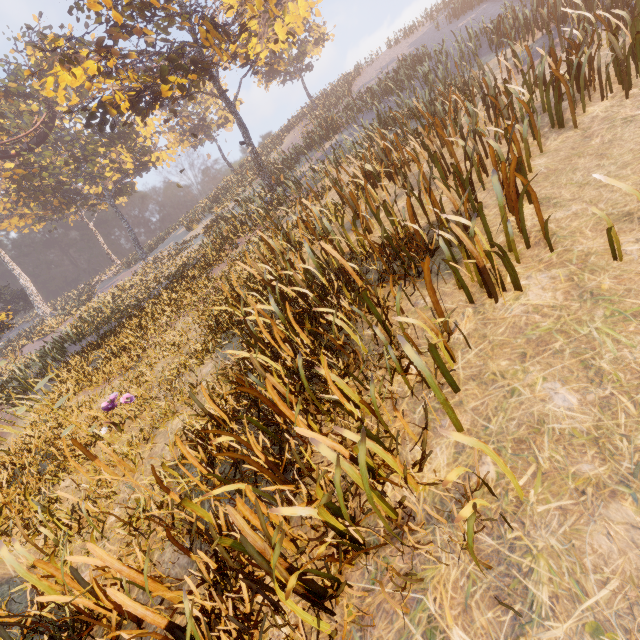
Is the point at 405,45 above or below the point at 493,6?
above
